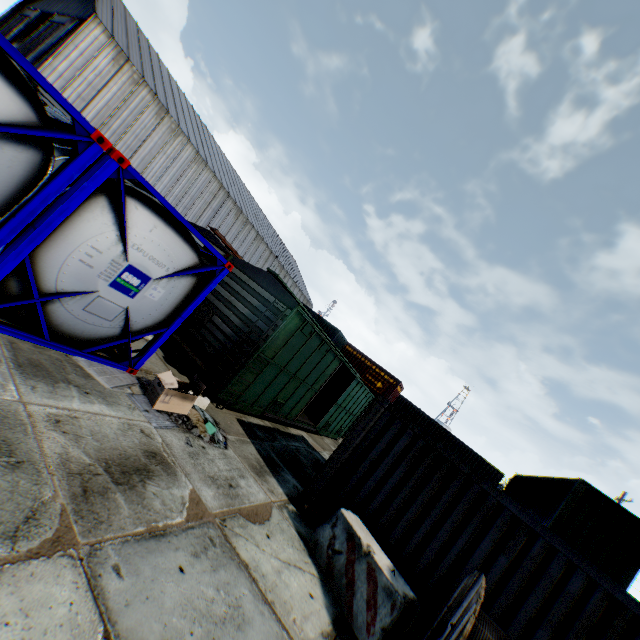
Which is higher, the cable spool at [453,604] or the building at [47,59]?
the building at [47,59]

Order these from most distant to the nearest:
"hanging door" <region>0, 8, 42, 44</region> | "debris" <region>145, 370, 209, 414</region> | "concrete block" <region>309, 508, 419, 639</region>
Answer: "hanging door" <region>0, 8, 42, 44</region>
"debris" <region>145, 370, 209, 414</region>
"concrete block" <region>309, 508, 419, 639</region>

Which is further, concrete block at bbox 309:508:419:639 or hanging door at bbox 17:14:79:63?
hanging door at bbox 17:14:79:63

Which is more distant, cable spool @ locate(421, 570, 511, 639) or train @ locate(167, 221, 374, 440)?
train @ locate(167, 221, 374, 440)

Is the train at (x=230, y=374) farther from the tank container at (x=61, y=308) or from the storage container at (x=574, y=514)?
the storage container at (x=574, y=514)

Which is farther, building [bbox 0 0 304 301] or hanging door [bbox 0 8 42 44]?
hanging door [bbox 0 8 42 44]

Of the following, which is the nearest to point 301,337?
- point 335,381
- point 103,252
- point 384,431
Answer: point 384,431

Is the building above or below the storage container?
above
